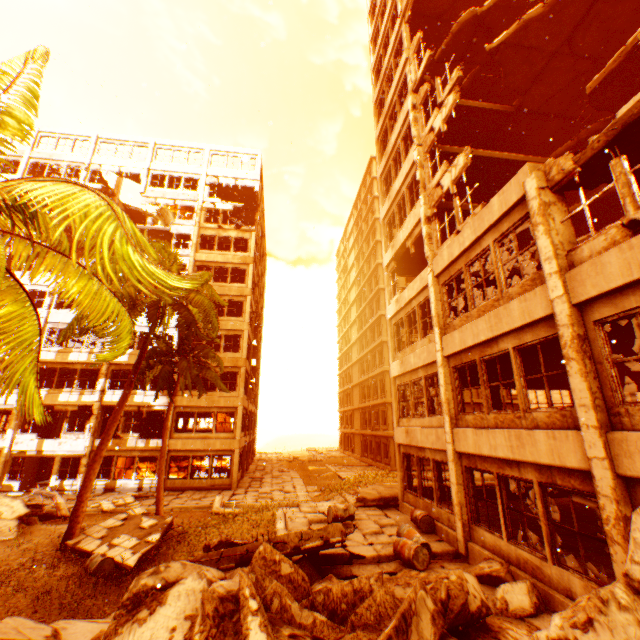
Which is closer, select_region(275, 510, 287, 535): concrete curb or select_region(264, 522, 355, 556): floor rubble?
select_region(264, 522, 355, 556): floor rubble

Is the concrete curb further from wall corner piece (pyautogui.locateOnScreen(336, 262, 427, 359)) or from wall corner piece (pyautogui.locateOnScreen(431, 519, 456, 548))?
wall corner piece (pyautogui.locateOnScreen(336, 262, 427, 359))

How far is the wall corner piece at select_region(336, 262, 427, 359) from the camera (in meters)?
12.95

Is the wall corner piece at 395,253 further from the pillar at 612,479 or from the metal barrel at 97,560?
the metal barrel at 97,560

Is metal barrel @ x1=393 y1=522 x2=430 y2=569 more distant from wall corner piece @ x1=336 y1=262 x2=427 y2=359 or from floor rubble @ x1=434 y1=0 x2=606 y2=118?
floor rubble @ x1=434 y1=0 x2=606 y2=118

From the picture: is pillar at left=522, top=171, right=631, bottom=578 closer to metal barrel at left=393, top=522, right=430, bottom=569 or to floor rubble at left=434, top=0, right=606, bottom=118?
floor rubble at left=434, top=0, right=606, bottom=118

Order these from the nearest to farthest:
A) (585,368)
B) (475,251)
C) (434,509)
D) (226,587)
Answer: (226,587) < (585,368) < (475,251) < (434,509)

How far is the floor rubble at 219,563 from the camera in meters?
7.2
